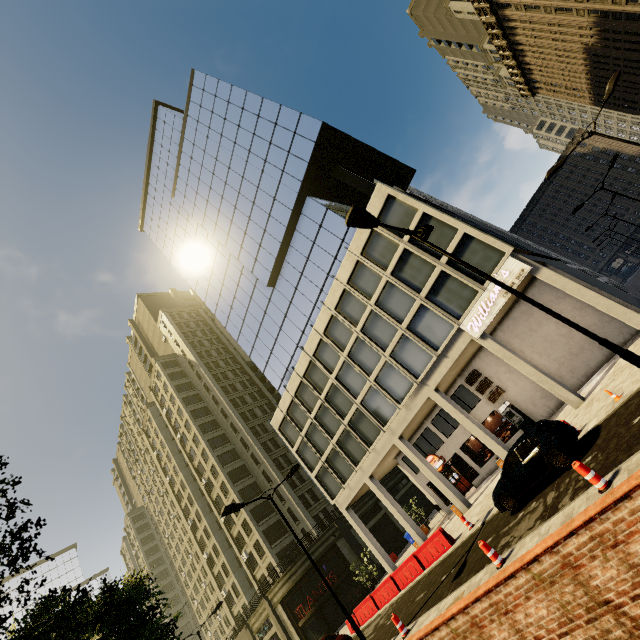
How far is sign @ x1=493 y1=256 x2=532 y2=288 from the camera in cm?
1705

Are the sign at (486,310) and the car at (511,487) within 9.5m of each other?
yes

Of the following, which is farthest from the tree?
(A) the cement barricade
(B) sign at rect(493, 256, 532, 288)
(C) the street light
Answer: (B) sign at rect(493, 256, 532, 288)

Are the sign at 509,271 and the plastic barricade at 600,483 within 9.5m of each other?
no

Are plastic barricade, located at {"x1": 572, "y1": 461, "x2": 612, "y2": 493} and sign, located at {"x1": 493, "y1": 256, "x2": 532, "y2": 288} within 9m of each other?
no

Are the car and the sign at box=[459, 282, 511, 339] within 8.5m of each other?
yes

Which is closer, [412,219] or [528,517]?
[528,517]
